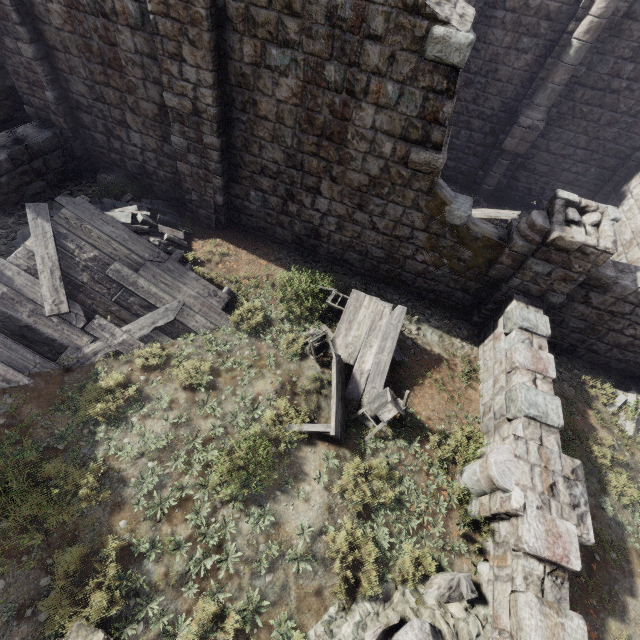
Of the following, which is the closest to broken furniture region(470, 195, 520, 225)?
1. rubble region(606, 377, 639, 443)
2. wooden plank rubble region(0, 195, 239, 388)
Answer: rubble region(606, 377, 639, 443)

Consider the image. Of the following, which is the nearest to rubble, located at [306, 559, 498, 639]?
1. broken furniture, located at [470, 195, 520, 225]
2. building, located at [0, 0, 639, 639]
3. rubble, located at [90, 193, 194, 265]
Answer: building, located at [0, 0, 639, 639]

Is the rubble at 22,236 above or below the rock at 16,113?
below

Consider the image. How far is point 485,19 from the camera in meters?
11.6

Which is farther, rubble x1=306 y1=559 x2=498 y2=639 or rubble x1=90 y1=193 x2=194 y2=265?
rubble x1=90 y1=193 x2=194 y2=265

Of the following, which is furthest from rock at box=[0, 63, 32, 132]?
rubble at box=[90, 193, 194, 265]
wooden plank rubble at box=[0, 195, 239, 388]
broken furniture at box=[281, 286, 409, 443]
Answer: broken furniture at box=[281, 286, 409, 443]

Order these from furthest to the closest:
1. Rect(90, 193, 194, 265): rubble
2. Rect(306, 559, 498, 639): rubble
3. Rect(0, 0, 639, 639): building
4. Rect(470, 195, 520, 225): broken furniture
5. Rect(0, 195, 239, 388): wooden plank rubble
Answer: Result:
Rect(470, 195, 520, 225): broken furniture
Rect(90, 193, 194, 265): rubble
Rect(0, 195, 239, 388): wooden plank rubble
Rect(0, 0, 639, 639): building
Rect(306, 559, 498, 639): rubble

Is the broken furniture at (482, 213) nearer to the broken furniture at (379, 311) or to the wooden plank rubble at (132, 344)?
the broken furniture at (379, 311)
